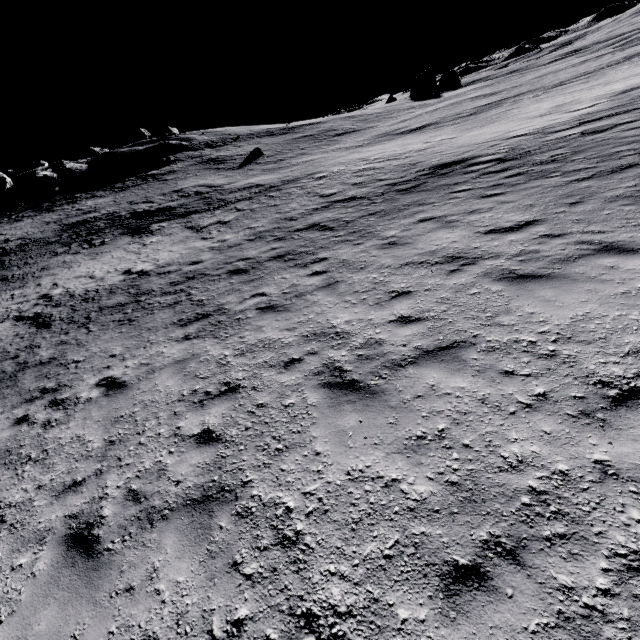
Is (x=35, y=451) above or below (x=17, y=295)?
below
